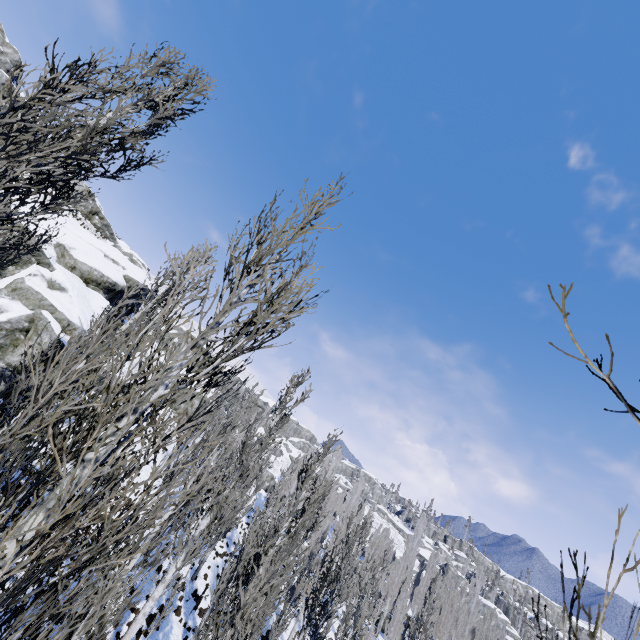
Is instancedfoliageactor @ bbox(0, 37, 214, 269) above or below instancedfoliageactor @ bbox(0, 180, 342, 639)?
above

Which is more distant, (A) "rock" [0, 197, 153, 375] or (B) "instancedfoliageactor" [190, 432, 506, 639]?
(A) "rock" [0, 197, 153, 375]

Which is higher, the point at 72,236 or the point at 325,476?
the point at 72,236

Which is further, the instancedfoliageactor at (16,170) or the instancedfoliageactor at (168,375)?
the instancedfoliageactor at (16,170)

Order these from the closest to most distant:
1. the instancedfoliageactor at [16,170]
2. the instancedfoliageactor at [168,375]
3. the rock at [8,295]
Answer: the instancedfoliageactor at [168,375] → the instancedfoliageactor at [16,170] → the rock at [8,295]

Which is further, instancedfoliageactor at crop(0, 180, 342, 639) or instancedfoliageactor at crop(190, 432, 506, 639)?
instancedfoliageactor at crop(190, 432, 506, 639)

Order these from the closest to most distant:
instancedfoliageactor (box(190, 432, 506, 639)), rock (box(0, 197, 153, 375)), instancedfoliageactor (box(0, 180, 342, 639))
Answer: instancedfoliageactor (box(0, 180, 342, 639))
instancedfoliageactor (box(190, 432, 506, 639))
rock (box(0, 197, 153, 375))
